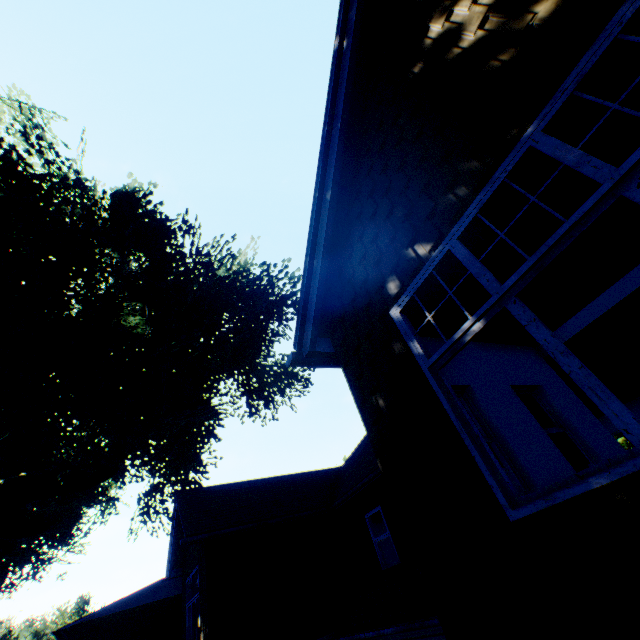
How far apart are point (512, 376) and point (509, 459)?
1.8m
